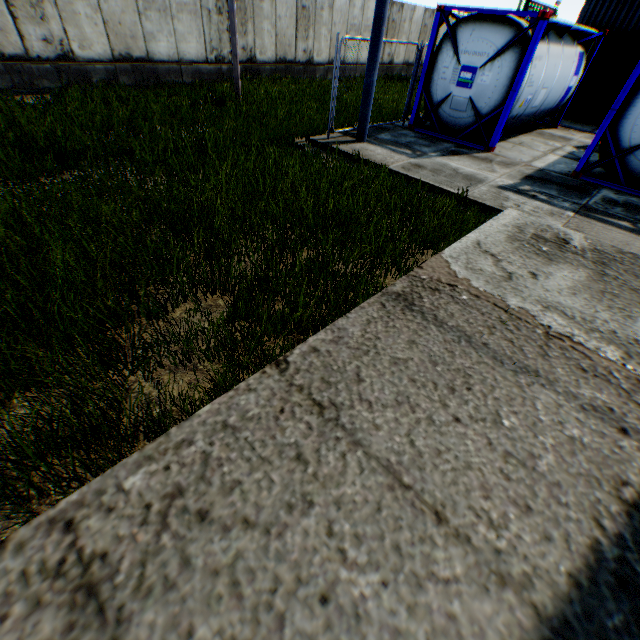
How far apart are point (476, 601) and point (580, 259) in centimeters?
417cm

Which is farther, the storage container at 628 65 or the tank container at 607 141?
the storage container at 628 65

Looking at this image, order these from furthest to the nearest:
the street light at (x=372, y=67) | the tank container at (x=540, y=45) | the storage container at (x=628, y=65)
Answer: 1. the storage container at (x=628, y=65)
2. the tank container at (x=540, y=45)
3. the street light at (x=372, y=67)

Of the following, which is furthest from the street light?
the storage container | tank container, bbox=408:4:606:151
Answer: the storage container

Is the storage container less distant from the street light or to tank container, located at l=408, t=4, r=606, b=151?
tank container, located at l=408, t=4, r=606, b=151

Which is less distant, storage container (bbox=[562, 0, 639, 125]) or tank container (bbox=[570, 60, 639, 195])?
tank container (bbox=[570, 60, 639, 195])

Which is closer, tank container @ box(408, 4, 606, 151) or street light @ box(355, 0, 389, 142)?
street light @ box(355, 0, 389, 142)

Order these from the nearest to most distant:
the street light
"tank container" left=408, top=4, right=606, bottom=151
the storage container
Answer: the street light < "tank container" left=408, top=4, right=606, bottom=151 < the storage container
